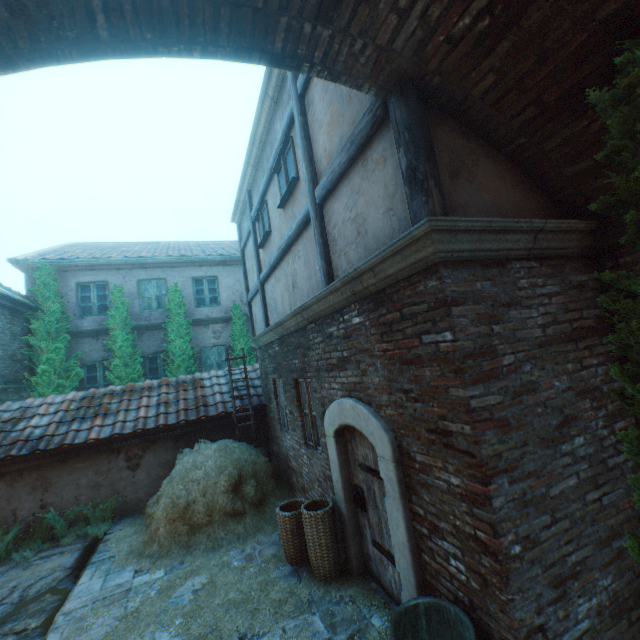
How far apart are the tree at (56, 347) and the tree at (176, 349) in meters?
2.4 m

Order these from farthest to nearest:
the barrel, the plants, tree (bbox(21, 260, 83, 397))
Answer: tree (bbox(21, 260, 83, 397)), the plants, the barrel

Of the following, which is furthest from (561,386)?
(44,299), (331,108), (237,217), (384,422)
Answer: (44,299)

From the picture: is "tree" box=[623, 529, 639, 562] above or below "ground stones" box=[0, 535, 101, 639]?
above

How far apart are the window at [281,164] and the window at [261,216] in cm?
96

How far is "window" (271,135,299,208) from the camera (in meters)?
5.13

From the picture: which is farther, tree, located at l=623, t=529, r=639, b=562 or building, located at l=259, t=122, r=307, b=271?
building, located at l=259, t=122, r=307, b=271

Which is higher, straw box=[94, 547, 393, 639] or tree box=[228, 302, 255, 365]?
tree box=[228, 302, 255, 365]
